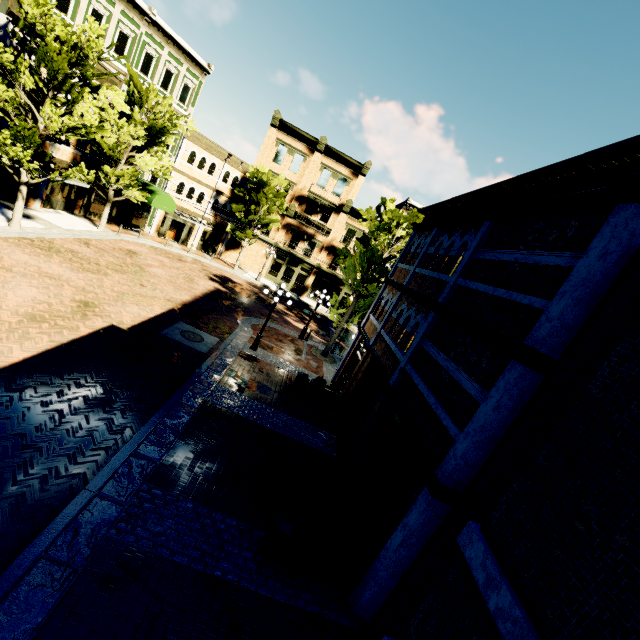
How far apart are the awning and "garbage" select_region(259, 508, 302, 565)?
23.6m

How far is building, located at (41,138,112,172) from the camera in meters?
19.2

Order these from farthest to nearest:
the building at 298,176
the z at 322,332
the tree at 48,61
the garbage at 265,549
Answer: the building at 298,176 → the z at 322,332 → the tree at 48,61 → the garbage at 265,549

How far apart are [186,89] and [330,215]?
16.2m

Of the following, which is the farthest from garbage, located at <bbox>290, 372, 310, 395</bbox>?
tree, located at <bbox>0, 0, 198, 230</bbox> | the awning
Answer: the awning

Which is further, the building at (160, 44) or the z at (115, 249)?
the building at (160, 44)

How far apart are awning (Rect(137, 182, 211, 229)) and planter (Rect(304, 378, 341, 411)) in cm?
1863

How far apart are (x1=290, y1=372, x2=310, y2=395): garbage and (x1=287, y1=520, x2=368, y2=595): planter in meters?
6.9
